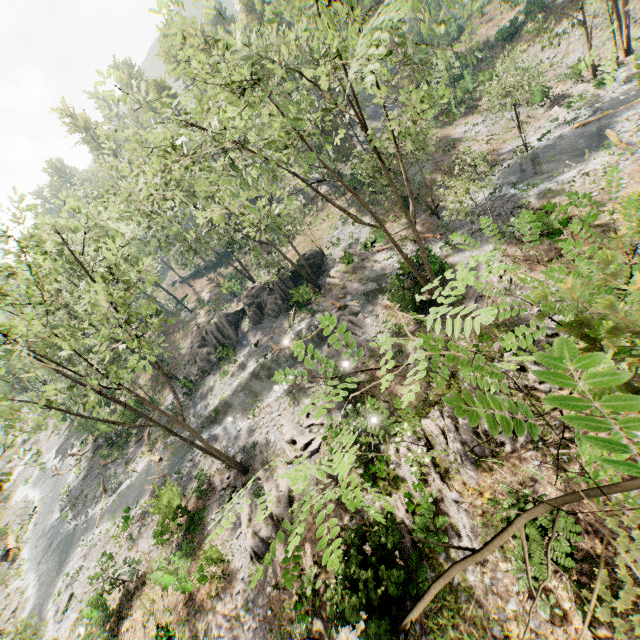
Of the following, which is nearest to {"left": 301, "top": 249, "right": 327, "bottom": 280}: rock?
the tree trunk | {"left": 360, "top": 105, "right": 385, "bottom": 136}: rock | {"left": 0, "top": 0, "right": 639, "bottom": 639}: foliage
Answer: {"left": 0, "top": 0, "right": 639, "bottom": 639}: foliage

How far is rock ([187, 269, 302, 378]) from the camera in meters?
33.7

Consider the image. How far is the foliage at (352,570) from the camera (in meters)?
11.03

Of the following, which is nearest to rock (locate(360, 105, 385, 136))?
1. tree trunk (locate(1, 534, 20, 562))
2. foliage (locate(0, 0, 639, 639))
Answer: foliage (locate(0, 0, 639, 639))

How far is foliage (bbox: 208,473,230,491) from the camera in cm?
2117

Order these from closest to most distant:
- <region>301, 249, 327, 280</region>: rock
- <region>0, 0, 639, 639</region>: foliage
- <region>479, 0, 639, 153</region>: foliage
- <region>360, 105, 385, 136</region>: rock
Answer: <region>0, 0, 639, 639</region>: foliage < <region>479, 0, 639, 153</region>: foliage < <region>301, 249, 327, 280</region>: rock < <region>360, 105, 385, 136</region>: rock

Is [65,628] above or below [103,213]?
below

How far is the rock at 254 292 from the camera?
33.7m
